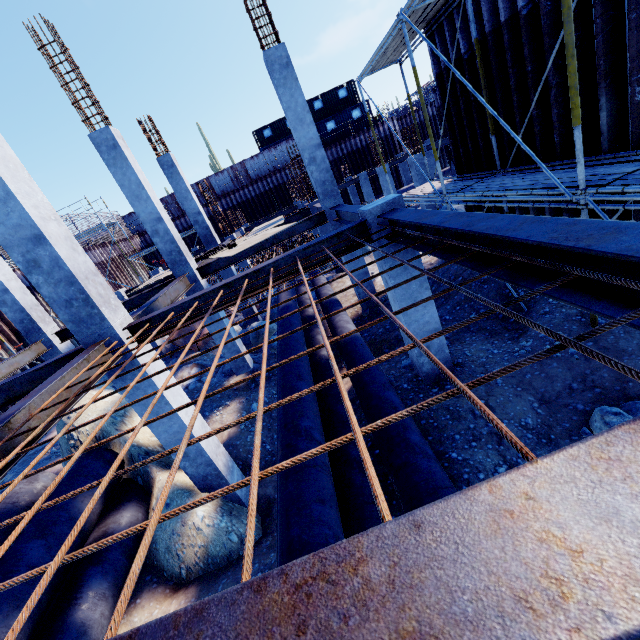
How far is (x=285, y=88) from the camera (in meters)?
8.47

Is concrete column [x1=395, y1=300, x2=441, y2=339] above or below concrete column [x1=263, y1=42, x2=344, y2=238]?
below

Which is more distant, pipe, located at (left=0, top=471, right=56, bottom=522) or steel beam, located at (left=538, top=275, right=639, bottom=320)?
pipe, located at (left=0, top=471, right=56, bottom=522)

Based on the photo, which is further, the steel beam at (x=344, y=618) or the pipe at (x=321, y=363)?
the pipe at (x=321, y=363)

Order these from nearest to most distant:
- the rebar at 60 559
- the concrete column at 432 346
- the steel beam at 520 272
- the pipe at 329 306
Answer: the rebar at 60 559 → the steel beam at 520 272 → the concrete column at 432 346 → the pipe at 329 306

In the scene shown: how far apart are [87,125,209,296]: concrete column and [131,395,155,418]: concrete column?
4.3m

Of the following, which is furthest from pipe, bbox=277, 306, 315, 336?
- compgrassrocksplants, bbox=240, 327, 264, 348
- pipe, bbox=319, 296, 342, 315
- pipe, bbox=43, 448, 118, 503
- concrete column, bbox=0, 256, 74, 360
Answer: concrete column, bbox=0, 256, 74, 360

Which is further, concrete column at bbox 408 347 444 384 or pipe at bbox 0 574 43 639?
concrete column at bbox 408 347 444 384
